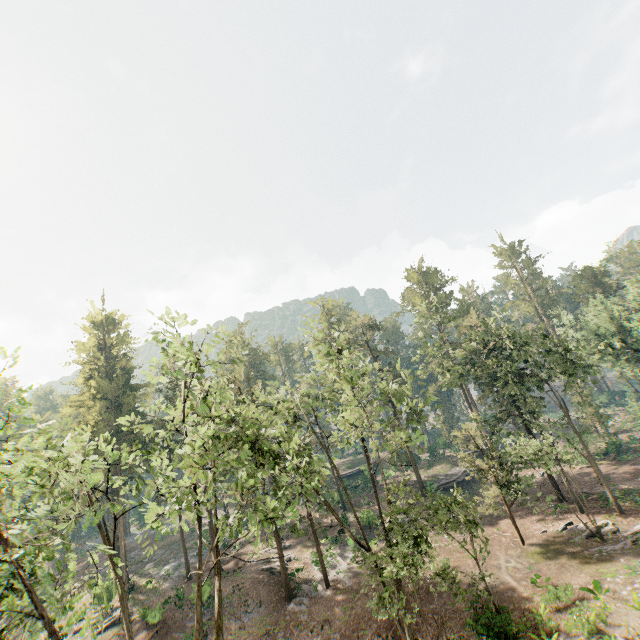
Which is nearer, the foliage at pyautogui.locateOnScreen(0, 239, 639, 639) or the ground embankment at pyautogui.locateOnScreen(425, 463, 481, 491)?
the foliage at pyautogui.locateOnScreen(0, 239, 639, 639)

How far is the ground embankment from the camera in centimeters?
4316cm

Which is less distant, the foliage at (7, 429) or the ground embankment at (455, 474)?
the foliage at (7, 429)

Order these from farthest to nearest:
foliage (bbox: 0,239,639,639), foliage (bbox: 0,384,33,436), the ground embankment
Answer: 1. the ground embankment
2. foliage (bbox: 0,239,639,639)
3. foliage (bbox: 0,384,33,436)

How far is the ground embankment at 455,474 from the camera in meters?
43.2 m

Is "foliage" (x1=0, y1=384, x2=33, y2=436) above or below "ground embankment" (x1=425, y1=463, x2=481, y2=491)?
above

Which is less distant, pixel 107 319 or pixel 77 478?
pixel 77 478
